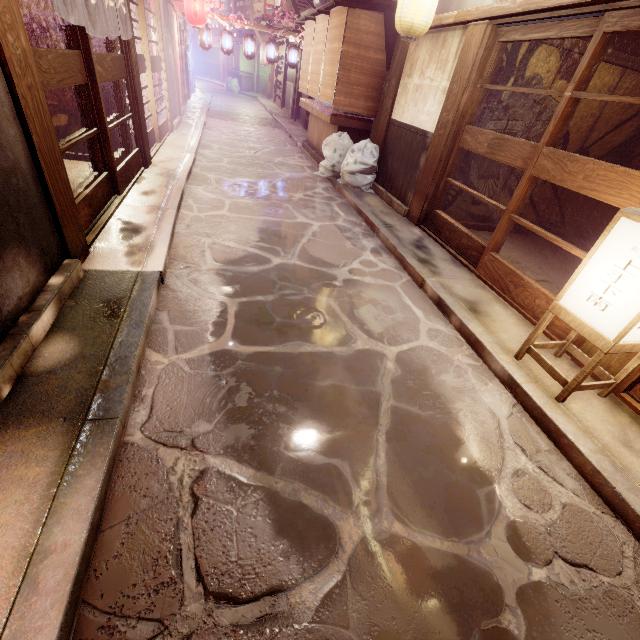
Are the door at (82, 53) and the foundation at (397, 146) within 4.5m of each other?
no

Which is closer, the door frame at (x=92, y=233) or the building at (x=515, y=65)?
the door frame at (x=92, y=233)

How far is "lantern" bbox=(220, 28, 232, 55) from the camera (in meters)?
21.44

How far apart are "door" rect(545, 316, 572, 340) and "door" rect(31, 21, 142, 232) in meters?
9.1

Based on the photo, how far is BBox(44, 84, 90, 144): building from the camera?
9.6 meters

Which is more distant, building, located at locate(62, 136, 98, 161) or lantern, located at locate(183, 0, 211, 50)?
lantern, located at locate(183, 0, 211, 50)

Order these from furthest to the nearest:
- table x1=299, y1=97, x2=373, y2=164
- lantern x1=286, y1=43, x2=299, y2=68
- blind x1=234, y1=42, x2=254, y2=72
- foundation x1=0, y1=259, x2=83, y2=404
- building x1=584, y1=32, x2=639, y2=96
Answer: blind x1=234, y1=42, x2=254, y2=72, lantern x1=286, y1=43, x2=299, y2=68, table x1=299, y1=97, x2=373, y2=164, building x1=584, y1=32, x2=639, y2=96, foundation x1=0, y1=259, x2=83, y2=404

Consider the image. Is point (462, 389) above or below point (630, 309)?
Result: below
